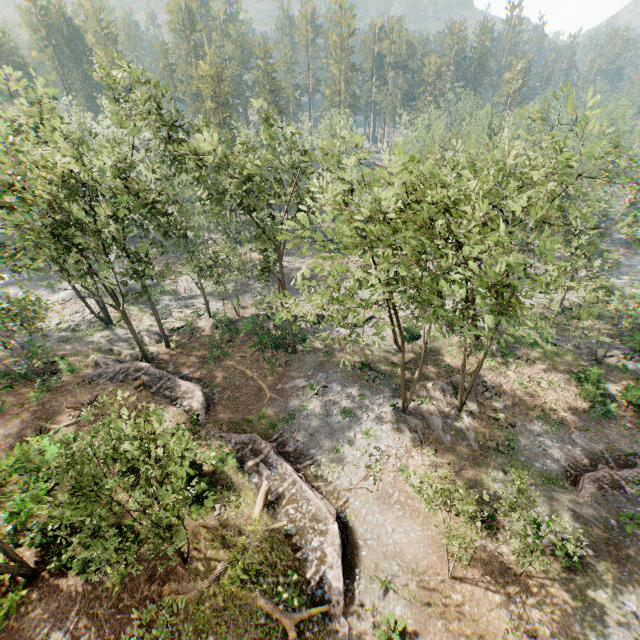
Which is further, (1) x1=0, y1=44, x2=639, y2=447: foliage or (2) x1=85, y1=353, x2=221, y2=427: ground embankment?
(2) x1=85, y1=353, x2=221, y2=427: ground embankment

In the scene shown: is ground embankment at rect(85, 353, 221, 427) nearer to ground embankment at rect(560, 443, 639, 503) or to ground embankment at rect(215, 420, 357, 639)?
ground embankment at rect(215, 420, 357, 639)

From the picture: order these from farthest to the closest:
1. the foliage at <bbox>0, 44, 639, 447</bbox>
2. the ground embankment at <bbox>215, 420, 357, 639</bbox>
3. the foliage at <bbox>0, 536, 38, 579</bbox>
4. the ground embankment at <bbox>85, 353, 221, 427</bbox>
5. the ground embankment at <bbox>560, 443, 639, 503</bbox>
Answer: the ground embankment at <bbox>85, 353, 221, 427</bbox> < the ground embankment at <bbox>560, 443, 639, 503</bbox> < the ground embankment at <bbox>215, 420, 357, 639</bbox> < the foliage at <bbox>0, 536, 38, 579</bbox> < the foliage at <bbox>0, 44, 639, 447</bbox>

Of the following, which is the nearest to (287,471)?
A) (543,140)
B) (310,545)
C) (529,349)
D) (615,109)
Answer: (310,545)

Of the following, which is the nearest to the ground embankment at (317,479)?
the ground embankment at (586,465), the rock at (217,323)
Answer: the ground embankment at (586,465)

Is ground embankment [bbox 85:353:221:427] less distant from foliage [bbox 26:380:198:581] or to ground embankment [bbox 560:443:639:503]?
foliage [bbox 26:380:198:581]

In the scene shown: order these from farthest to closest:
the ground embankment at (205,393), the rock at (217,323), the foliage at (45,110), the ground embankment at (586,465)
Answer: the rock at (217,323)
the ground embankment at (205,393)
the ground embankment at (586,465)
the foliage at (45,110)

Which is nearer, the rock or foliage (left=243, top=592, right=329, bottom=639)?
foliage (left=243, top=592, right=329, bottom=639)
